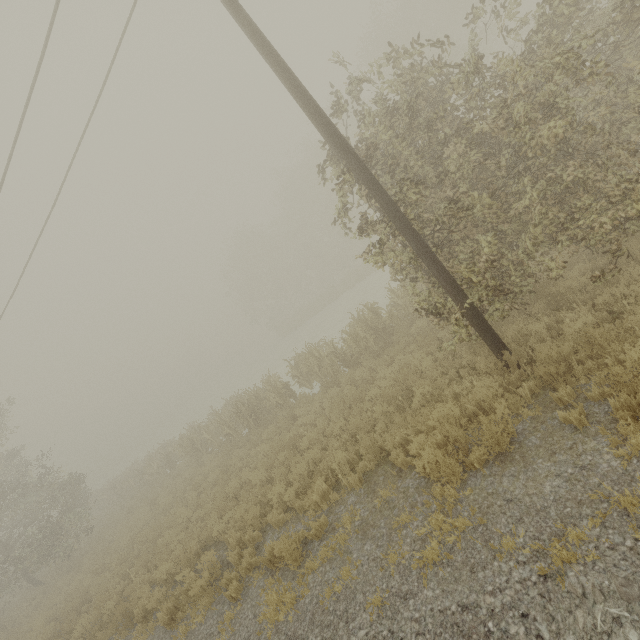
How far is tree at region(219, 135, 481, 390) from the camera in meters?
7.5

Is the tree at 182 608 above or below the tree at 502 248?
below

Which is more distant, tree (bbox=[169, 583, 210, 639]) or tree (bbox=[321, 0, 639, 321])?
tree (bbox=[169, 583, 210, 639])

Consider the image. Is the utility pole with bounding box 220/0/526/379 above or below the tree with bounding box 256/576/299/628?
above

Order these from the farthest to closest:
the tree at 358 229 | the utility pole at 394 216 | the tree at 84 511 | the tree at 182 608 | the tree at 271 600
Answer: the tree at 84 511
the tree at 358 229
the tree at 182 608
the utility pole at 394 216
the tree at 271 600

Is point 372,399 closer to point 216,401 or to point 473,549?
point 473,549
